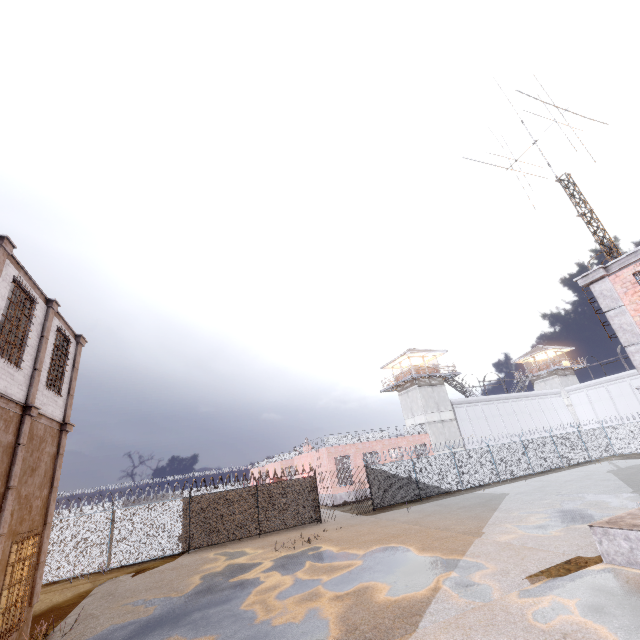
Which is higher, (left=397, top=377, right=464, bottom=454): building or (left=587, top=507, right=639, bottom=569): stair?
(left=397, top=377, right=464, bottom=454): building

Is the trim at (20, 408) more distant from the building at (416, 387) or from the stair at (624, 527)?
the building at (416, 387)

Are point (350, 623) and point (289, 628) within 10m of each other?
yes

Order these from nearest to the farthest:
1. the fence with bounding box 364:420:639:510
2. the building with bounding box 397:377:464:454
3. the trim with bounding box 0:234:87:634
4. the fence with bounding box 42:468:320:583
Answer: the trim with bounding box 0:234:87:634
the fence with bounding box 42:468:320:583
the fence with bounding box 364:420:639:510
the building with bounding box 397:377:464:454

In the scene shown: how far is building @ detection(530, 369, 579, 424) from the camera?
43.81m

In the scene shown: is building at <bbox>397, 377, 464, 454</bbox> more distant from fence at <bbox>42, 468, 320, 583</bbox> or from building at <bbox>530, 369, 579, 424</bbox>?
building at <bbox>530, 369, 579, 424</bbox>

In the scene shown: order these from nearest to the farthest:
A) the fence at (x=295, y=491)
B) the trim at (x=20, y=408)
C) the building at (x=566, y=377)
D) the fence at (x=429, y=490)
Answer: the trim at (x=20, y=408)
the fence at (x=295, y=491)
the fence at (x=429, y=490)
the building at (x=566, y=377)

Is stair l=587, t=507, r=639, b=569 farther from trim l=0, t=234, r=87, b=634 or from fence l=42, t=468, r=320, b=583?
fence l=42, t=468, r=320, b=583
